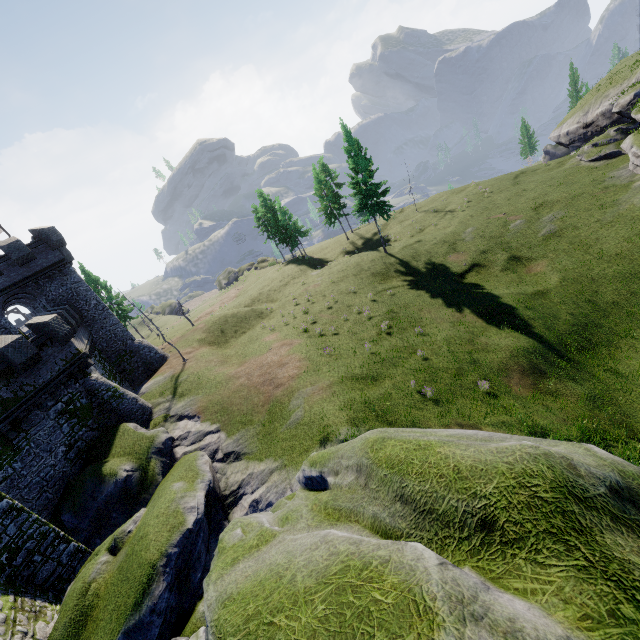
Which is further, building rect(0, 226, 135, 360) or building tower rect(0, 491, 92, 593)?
building rect(0, 226, 135, 360)

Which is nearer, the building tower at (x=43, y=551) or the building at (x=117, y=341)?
the building tower at (x=43, y=551)

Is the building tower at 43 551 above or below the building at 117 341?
below

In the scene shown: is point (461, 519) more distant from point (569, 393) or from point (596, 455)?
point (569, 393)

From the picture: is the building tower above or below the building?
below
